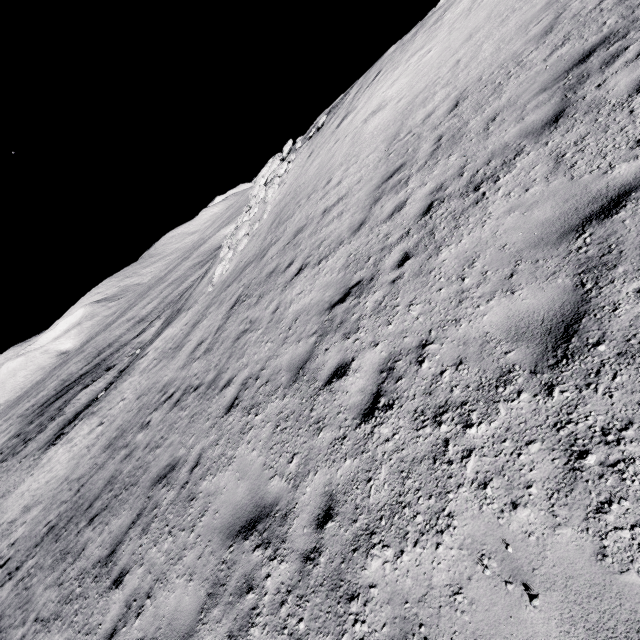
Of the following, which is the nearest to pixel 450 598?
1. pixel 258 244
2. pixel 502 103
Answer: pixel 502 103
